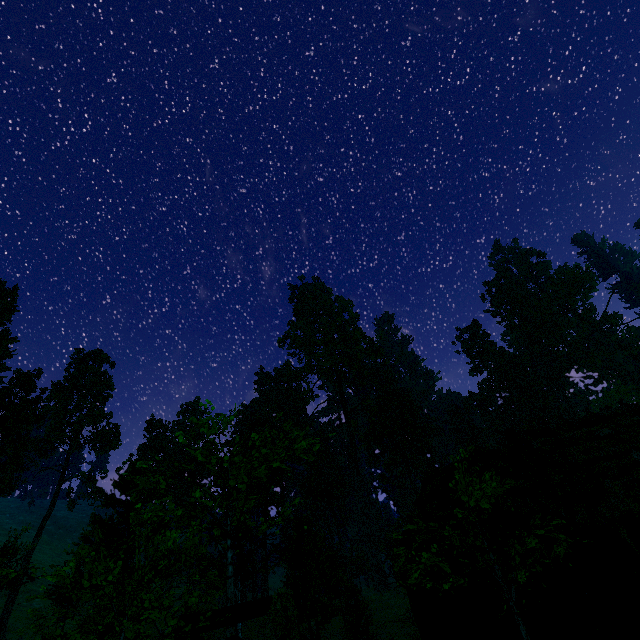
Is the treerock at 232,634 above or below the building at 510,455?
below

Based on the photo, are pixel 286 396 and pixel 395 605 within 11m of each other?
no

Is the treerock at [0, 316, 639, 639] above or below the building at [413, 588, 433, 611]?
above

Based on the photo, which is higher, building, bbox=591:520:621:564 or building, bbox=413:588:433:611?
building, bbox=591:520:621:564

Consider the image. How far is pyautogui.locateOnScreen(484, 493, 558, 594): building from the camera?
9.1m

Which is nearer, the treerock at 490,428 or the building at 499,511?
the building at 499,511

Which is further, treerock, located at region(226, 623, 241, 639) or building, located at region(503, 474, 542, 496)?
treerock, located at region(226, 623, 241, 639)

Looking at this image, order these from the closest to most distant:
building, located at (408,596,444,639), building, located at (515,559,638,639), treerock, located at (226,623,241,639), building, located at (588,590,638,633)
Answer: building, located at (515,559,638,639)
building, located at (588,590,638,633)
building, located at (408,596,444,639)
treerock, located at (226,623,241,639)
